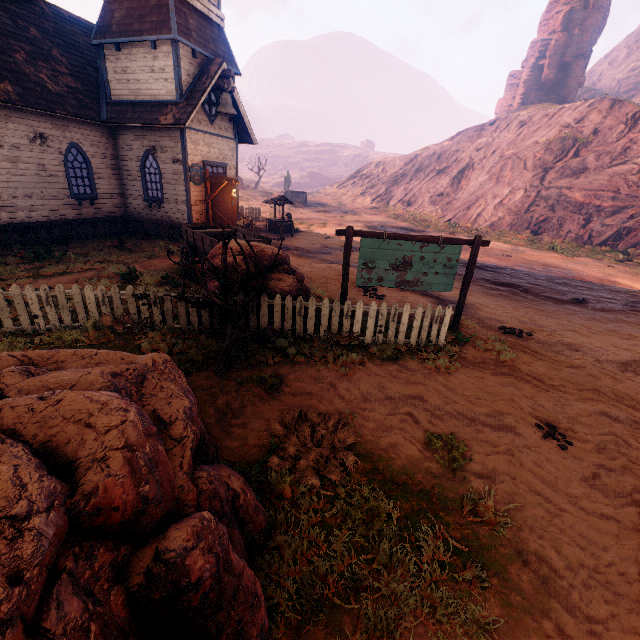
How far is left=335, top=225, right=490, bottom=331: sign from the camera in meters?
7.3 m

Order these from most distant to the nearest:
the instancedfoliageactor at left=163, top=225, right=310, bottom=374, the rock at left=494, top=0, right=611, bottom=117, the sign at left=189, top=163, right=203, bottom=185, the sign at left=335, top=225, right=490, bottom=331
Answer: the rock at left=494, top=0, right=611, bottom=117 → the sign at left=189, top=163, right=203, bottom=185 → the sign at left=335, top=225, right=490, bottom=331 → the instancedfoliageactor at left=163, top=225, right=310, bottom=374

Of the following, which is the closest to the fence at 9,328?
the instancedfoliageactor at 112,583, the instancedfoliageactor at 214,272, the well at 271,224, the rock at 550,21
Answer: the instancedfoliageactor at 214,272

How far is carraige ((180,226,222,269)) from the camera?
8.94m

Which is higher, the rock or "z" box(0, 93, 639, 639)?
the rock

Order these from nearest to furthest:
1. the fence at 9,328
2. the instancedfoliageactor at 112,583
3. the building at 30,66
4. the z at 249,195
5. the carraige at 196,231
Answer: the instancedfoliageactor at 112,583 → the fence at 9,328 → the carraige at 196,231 → the building at 30,66 → the z at 249,195

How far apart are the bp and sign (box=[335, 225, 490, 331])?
9.9m

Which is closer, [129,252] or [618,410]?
[618,410]
